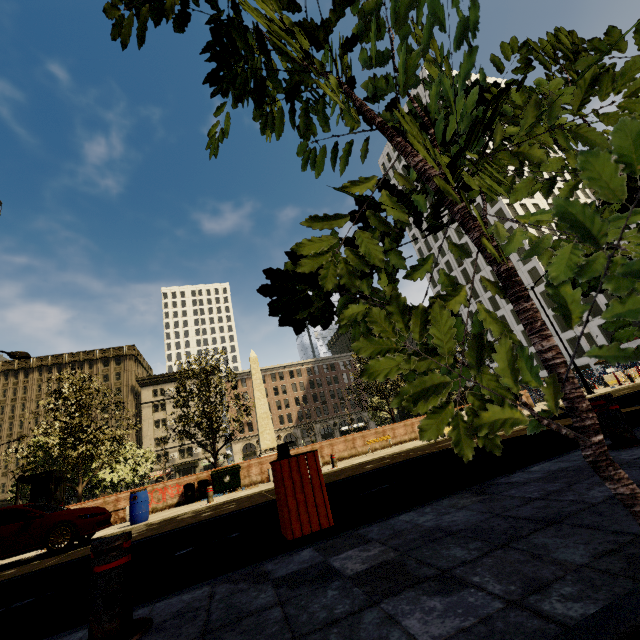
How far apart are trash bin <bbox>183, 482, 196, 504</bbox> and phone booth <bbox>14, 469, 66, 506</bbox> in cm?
480

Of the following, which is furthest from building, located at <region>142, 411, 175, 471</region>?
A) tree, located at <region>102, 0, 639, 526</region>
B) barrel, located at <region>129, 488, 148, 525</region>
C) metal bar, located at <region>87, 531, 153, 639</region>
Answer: barrel, located at <region>129, 488, 148, 525</region>

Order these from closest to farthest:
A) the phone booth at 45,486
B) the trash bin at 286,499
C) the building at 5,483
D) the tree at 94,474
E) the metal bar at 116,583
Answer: the metal bar at 116,583, the trash bin at 286,499, the phone booth at 45,486, the tree at 94,474, the building at 5,483

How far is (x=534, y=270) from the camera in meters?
50.4 m

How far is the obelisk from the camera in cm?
2989

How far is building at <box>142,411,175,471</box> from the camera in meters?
57.5 m

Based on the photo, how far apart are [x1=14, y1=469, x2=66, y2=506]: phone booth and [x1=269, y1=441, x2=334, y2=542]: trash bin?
14.80m

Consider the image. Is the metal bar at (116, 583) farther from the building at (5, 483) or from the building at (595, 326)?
the building at (595, 326)
